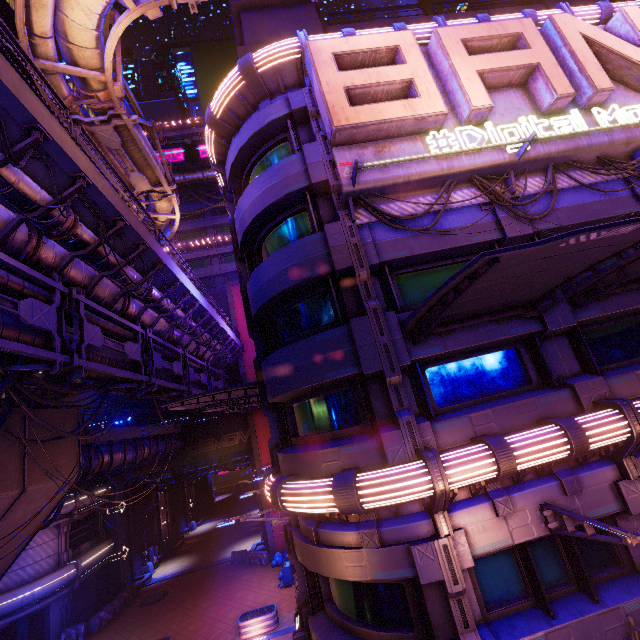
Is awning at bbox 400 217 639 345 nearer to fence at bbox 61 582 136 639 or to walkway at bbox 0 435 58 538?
walkway at bbox 0 435 58 538

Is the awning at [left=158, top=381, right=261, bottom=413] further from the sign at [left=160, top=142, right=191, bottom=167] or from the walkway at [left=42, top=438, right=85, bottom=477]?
the sign at [left=160, top=142, right=191, bottom=167]

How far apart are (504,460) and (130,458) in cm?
2289

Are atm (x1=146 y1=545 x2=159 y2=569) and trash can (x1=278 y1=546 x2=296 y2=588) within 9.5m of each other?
no

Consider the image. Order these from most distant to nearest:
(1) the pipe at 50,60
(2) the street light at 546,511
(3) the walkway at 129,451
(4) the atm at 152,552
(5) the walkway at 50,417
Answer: (4) the atm at 152,552
(3) the walkway at 129,451
(5) the walkway at 50,417
(1) the pipe at 50,60
(2) the street light at 546,511

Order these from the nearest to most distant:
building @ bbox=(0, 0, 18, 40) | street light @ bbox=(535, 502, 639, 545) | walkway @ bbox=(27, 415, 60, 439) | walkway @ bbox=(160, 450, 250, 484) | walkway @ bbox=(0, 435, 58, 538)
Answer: street light @ bbox=(535, 502, 639, 545), walkway @ bbox=(0, 435, 58, 538), walkway @ bbox=(27, 415, 60, 439), walkway @ bbox=(160, 450, 250, 484), building @ bbox=(0, 0, 18, 40)

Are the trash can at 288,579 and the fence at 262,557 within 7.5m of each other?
yes

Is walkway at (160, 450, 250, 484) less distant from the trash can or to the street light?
the trash can
